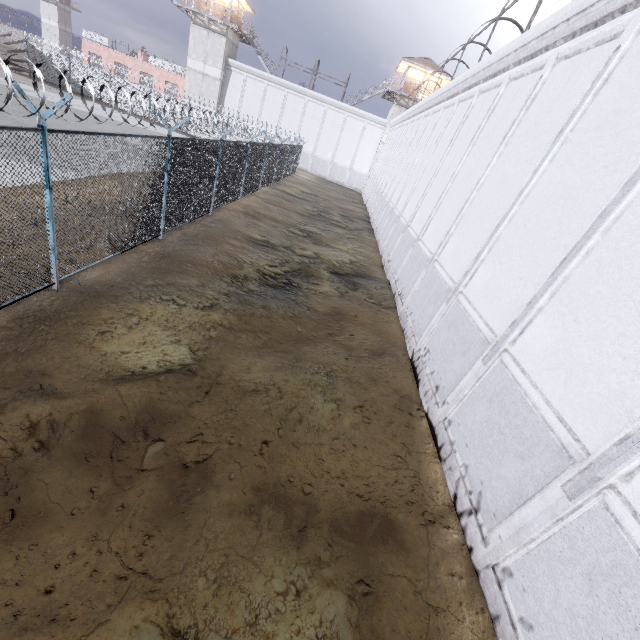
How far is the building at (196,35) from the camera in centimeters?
3503cm

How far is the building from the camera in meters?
35.0 m

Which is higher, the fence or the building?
the building

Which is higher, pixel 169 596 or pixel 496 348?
pixel 496 348

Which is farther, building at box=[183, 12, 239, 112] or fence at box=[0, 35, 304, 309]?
building at box=[183, 12, 239, 112]

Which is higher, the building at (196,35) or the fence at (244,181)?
the building at (196,35)
